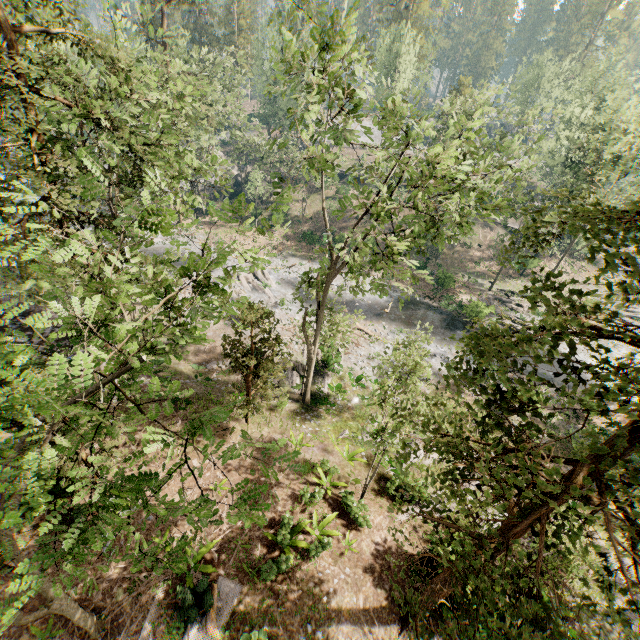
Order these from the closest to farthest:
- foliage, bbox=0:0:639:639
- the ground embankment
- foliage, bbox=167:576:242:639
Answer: foliage, bbox=0:0:639:639
foliage, bbox=167:576:242:639
the ground embankment

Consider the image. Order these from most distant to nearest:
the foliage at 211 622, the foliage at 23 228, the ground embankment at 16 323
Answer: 1. the ground embankment at 16 323
2. the foliage at 211 622
3. the foliage at 23 228

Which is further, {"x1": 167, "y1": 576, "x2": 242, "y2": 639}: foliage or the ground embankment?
the ground embankment

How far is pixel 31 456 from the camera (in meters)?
3.61

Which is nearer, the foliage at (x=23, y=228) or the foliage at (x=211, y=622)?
the foliage at (x=23, y=228)

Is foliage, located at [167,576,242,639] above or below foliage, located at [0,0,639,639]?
below

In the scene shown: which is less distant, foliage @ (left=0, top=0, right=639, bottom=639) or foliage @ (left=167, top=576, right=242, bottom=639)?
foliage @ (left=0, top=0, right=639, bottom=639)
